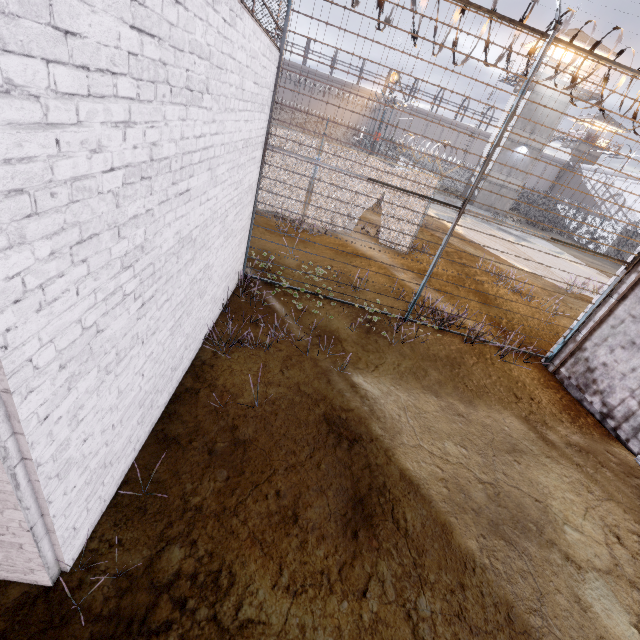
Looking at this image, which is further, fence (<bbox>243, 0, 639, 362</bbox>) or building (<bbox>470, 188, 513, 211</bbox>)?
building (<bbox>470, 188, 513, 211</bbox>)

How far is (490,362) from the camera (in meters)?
7.47

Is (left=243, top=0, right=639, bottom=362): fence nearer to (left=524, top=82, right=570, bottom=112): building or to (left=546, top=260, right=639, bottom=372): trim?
(left=546, top=260, right=639, bottom=372): trim

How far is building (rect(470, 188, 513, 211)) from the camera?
34.6m

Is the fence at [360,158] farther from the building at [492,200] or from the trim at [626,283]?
the building at [492,200]

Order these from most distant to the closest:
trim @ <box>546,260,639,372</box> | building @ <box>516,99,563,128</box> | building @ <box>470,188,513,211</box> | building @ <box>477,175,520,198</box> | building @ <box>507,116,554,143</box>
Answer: building @ <box>470,188,513,211</box>
building @ <box>477,175,520,198</box>
building @ <box>507,116,554,143</box>
building @ <box>516,99,563,128</box>
trim @ <box>546,260,639,372</box>

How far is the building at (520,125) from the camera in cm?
3110
